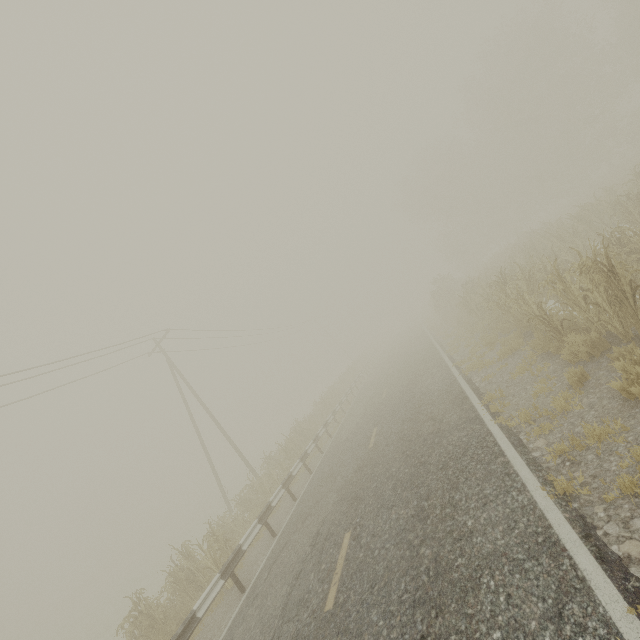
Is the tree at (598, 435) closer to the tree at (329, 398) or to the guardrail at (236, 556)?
the guardrail at (236, 556)

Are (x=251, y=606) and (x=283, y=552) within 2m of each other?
yes

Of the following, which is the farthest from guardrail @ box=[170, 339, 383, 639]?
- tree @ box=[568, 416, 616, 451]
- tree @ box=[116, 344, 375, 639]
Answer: tree @ box=[568, 416, 616, 451]

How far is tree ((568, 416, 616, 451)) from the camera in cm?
444

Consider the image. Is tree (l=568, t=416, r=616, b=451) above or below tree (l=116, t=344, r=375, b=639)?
below

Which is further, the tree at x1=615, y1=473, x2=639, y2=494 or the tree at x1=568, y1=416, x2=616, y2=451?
the tree at x1=568, y1=416, x2=616, y2=451

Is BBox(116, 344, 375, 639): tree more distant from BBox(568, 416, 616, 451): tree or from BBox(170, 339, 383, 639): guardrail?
BBox(568, 416, 616, 451): tree

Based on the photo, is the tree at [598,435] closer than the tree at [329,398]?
Yes
